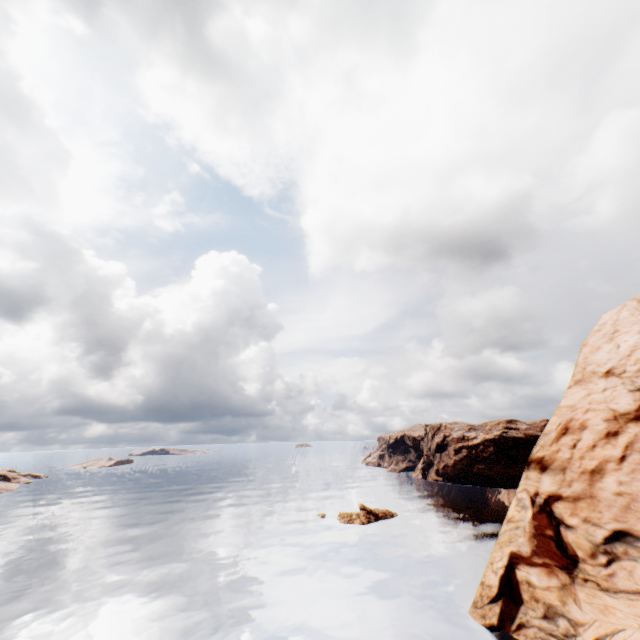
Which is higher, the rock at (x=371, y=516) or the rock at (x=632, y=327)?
the rock at (x=632, y=327)

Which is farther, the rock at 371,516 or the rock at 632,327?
the rock at 371,516

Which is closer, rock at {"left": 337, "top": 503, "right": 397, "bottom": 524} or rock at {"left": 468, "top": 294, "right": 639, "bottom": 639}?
rock at {"left": 468, "top": 294, "right": 639, "bottom": 639}

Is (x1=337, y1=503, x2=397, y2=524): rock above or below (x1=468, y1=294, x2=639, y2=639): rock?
below

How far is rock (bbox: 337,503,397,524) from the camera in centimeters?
5147cm

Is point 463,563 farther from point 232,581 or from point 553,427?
point 232,581
